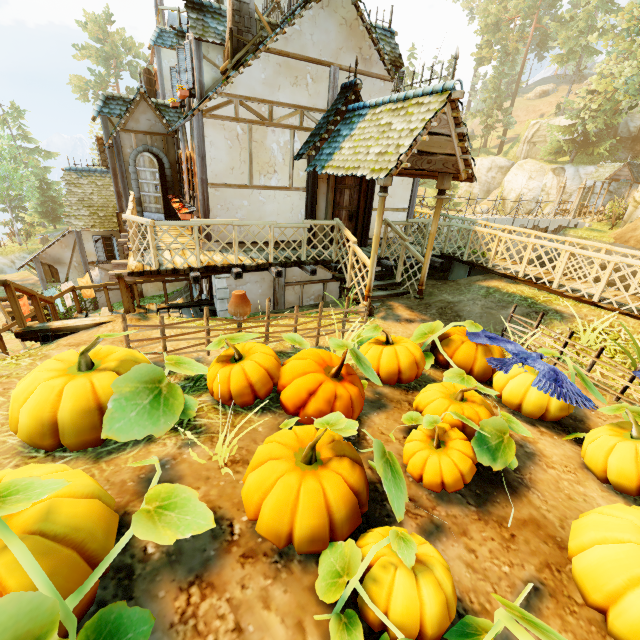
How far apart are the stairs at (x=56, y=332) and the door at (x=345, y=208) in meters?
5.5 m

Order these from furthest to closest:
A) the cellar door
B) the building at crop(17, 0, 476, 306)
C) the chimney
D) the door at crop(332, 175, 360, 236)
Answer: the cellar door < the door at crop(332, 175, 360, 236) < the chimney < the building at crop(17, 0, 476, 306)

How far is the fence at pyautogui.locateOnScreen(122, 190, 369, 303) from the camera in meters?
6.7

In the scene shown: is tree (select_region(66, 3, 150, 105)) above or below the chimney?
above

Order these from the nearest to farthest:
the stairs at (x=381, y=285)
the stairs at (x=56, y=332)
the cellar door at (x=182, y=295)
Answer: the stairs at (x=56, y=332)
the stairs at (x=381, y=285)
the cellar door at (x=182, y=295)

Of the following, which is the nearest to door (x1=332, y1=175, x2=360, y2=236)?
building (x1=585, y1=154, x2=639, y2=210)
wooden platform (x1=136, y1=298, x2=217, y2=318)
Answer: wooden platform (x1=136, y1=298, x2=217, y2=318)

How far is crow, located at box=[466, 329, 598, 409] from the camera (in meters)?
3.92

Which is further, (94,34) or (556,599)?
(94,34)
